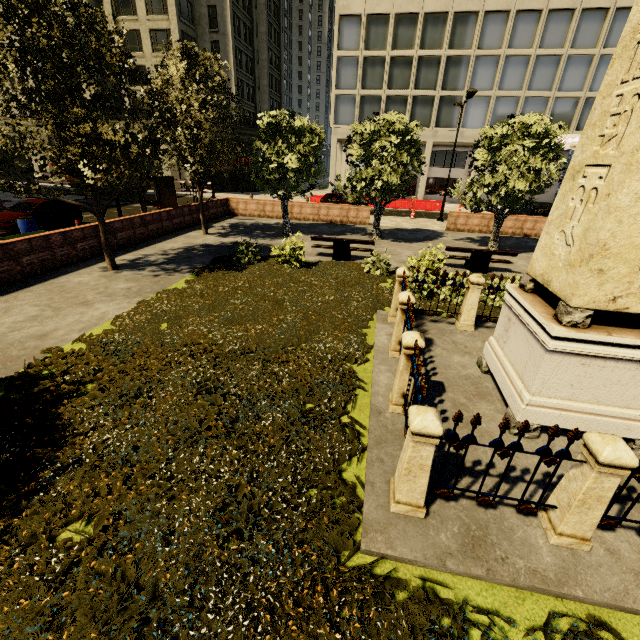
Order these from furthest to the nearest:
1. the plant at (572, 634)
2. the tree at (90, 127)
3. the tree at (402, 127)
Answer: the tree at (402, 127) → the tree at (90, 127) → the plant at (572, 634)

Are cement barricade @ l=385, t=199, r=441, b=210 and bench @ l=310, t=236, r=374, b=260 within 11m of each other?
no

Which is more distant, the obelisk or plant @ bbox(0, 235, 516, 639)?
the obelisk

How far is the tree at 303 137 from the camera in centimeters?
1516cm

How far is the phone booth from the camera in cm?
1630

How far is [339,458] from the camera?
4.4m

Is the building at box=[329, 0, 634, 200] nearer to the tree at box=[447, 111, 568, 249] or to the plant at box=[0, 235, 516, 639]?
the tree at box=[447, 111, 568, 249]

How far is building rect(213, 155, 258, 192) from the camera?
36.6 meters
